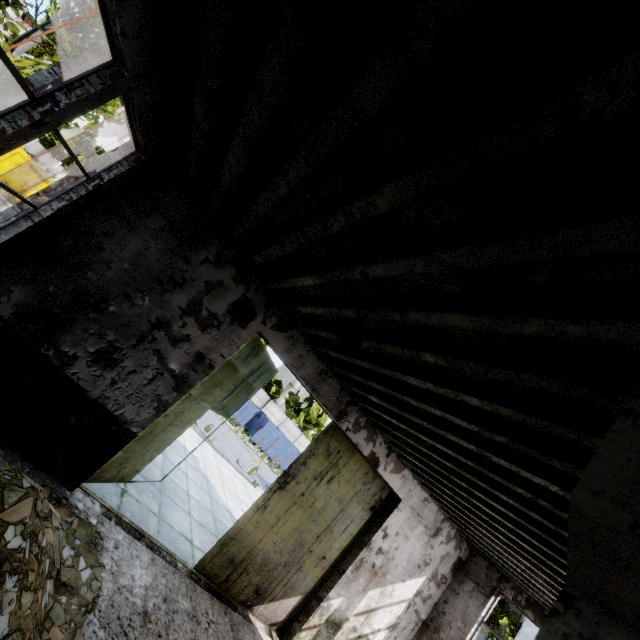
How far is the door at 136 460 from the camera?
5.9m

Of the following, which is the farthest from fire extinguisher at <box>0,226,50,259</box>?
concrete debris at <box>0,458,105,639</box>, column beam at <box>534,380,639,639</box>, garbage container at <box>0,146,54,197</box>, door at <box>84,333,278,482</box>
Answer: garbage container at <box>0,146,54,197</box>

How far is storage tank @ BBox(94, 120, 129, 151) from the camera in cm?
5247

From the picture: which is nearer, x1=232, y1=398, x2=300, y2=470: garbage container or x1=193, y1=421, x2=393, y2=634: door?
x1=193, y1=421, x2=393, y2=634: door

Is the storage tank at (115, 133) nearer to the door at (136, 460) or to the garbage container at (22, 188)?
the garbage container at (22, 188)

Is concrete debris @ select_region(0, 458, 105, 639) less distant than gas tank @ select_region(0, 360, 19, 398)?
Yes

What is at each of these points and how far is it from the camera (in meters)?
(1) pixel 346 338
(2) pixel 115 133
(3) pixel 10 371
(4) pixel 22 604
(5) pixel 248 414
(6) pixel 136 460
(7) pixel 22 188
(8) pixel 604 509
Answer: (1) ceiling lamp, 3.59
(2) storage tank, 53.81
(3) gas tank, 4.52
(4) concrete debris, 2.95
(5) garbage container, 26.58
(6) door, 6.23
(7) garbage container, 19.61
(8) column beam, 0.58

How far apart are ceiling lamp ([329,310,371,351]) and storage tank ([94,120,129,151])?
67.27m
